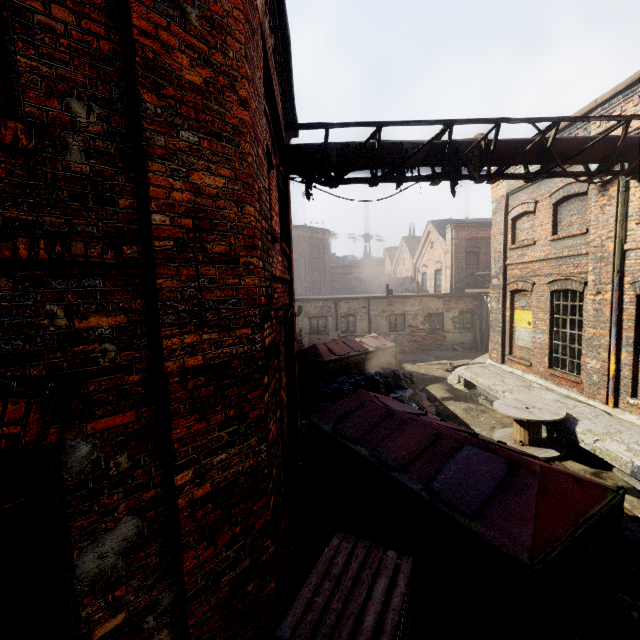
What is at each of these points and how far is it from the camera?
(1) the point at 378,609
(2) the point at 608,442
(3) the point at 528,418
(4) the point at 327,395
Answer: (1) pallet, 2.7 meters
(2) building, 6.6 meters
(3) spool, 7.5 meters
(4) trash bag, 10.8 meters

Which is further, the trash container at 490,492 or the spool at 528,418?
the spool at 528,418

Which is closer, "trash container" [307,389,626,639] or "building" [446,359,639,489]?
"trash container" [307,389,626,639]

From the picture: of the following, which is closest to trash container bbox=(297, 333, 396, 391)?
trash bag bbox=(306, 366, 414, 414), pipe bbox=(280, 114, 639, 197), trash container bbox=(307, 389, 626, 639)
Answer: trash bag bbox=(306, 366, 414, 414)

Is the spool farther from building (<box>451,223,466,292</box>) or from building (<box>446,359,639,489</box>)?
building (<box>451,223,466,292</box>)

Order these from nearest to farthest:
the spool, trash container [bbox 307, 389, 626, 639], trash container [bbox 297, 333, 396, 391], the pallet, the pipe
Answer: the pallet, trash container [bbox 307, 389, 626, 639], the pipe, the spool, trash container [bbox 297, 333, 396, 391]

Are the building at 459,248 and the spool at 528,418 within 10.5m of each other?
no

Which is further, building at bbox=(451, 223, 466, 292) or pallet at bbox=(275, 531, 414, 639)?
building at bbox=(451, 223, 466, 292)
